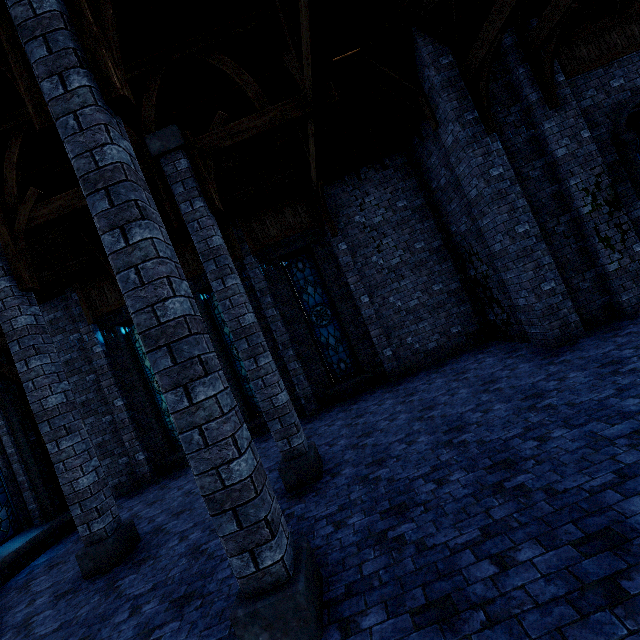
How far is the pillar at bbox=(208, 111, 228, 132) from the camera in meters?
6.4 m

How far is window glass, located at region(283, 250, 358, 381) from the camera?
11.2m

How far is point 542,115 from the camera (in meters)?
7.68

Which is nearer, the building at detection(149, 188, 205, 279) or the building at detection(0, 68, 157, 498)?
the building at detection(0, 68, 157, 498)

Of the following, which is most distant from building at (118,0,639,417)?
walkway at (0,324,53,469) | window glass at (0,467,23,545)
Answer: window glass at (0,467,23,545)

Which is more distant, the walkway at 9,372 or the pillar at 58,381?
the walkway at 9,372

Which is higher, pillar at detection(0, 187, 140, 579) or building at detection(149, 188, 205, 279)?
building at detection(149, 188, 205, 279)

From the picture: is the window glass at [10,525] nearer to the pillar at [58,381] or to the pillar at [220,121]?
the pillar at [58,381]
